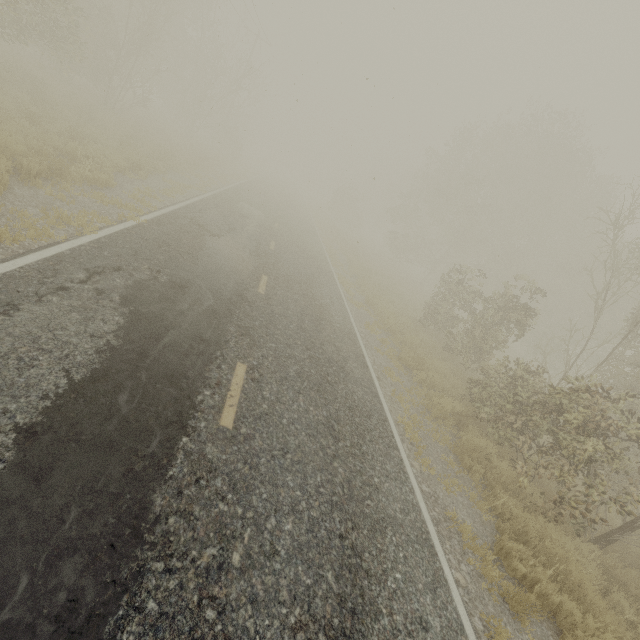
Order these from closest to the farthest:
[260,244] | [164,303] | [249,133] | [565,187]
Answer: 1. [164,303]
2. [260,244]
3. [565,187]
4. [249,133]
